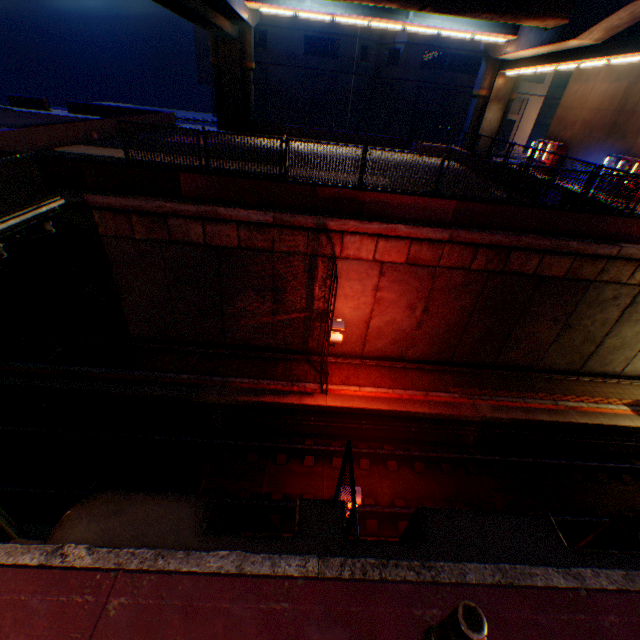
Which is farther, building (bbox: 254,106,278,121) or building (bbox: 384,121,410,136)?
building (bbox: 384,121,410,136)

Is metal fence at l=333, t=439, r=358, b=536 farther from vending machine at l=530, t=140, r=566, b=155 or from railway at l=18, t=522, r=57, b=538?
vending machine at l=530, t=140, r=566, b=155

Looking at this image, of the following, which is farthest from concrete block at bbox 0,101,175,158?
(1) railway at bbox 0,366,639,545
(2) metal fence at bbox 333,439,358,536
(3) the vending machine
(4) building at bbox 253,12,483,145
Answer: (4) building at bbox 253,12,483,145

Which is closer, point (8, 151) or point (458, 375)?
point (8, 151)

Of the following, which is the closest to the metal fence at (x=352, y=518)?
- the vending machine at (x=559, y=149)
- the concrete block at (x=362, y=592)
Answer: the concrete block at (x=362, y=592)

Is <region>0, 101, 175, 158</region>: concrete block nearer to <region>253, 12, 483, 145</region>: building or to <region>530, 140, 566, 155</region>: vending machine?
<region>530, 140, 566, 155</region>: vending machine

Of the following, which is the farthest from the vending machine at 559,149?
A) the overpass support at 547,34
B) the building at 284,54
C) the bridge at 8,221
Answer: the bridge at 8,221

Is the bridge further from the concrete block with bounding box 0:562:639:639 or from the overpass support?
the concrete block with bounding box 0:562:639:639
